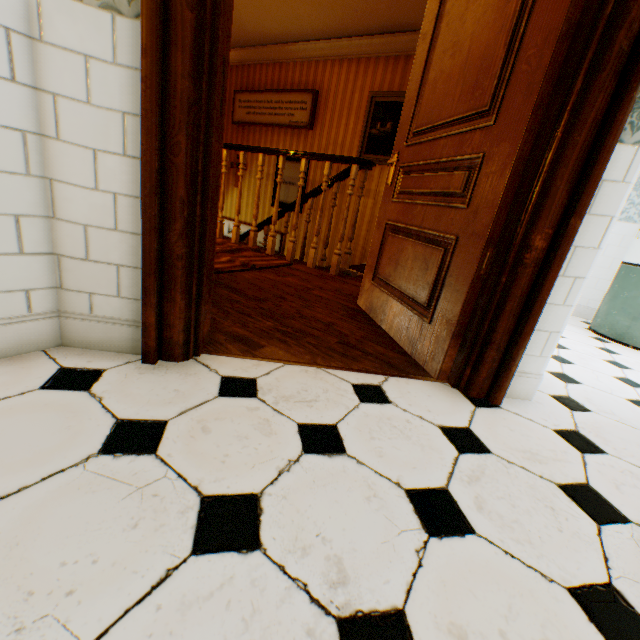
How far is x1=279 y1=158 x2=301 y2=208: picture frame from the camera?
6.0 meters

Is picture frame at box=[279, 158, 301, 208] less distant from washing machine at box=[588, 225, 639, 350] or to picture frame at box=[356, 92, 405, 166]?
picture frame at box=[356, 92, 405, 166]

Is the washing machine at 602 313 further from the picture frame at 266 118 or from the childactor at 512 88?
the picture frame at 266 118

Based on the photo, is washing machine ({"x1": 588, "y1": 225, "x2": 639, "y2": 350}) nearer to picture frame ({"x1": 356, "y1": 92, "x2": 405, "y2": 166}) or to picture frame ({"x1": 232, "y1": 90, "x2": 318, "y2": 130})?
picture frame ({"x1": 356, "y1": 92, "x2": 405, "y2": 166})

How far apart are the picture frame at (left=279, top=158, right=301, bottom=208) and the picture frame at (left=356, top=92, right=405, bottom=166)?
1.0 meters

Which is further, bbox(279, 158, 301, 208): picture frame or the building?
bbox(279, 158, 301, 208): picture frame

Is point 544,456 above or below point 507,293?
below

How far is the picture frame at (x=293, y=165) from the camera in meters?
6.0 m
